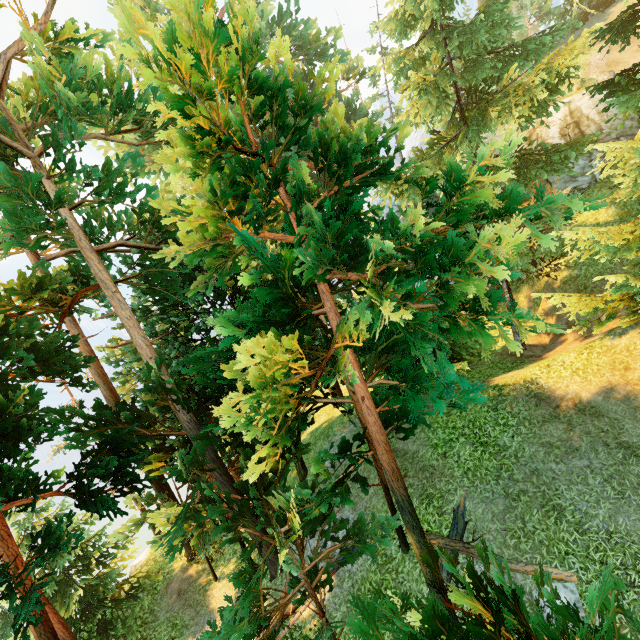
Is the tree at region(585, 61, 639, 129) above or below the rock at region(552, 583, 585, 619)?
above

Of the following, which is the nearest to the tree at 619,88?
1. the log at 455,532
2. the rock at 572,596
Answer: the log at 455,532

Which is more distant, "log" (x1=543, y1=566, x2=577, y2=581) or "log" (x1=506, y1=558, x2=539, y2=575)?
"log" (x1=506, y1=558, x2=539, y2=575)

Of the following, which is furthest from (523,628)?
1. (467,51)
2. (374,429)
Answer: (467,51)

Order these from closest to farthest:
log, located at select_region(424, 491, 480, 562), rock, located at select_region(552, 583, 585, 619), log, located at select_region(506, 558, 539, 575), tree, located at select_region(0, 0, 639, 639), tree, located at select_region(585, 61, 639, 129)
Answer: tree, located at select_region(0, 0, 639, 639) < rock, located at select_region(552, 583, 585, 619) < log, located at select_region(506, 558, 539, 575) < log, located at select_region(424, 491, 480, 562) < tree, located at select_region(585, 61, 639, 129)

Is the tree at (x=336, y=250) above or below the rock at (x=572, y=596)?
above

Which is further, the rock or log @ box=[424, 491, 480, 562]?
log @ box=[424, 491, 480, 562]

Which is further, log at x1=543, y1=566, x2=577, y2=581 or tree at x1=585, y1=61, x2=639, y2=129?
tree at x1=585, y1=61, x2=639, y2=129
